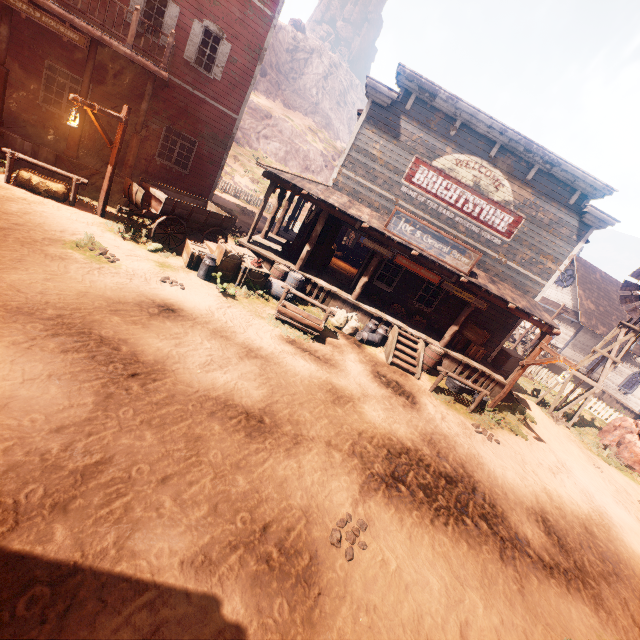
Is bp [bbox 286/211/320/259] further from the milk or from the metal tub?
the metal tub

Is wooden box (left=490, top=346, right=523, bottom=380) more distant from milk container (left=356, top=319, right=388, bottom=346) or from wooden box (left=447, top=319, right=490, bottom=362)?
milk container (left=356, top=319, right=388, bottom=346)

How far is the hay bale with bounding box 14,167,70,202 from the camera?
9.2 meters

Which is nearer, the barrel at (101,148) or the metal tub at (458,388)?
the metal tub at (458,388)

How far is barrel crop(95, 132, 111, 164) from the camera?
12.3 meters

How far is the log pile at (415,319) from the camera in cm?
1366

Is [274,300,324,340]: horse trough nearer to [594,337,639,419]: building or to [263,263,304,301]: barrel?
[263,263,304,301]: barrel

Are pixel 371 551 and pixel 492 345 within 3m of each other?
no
